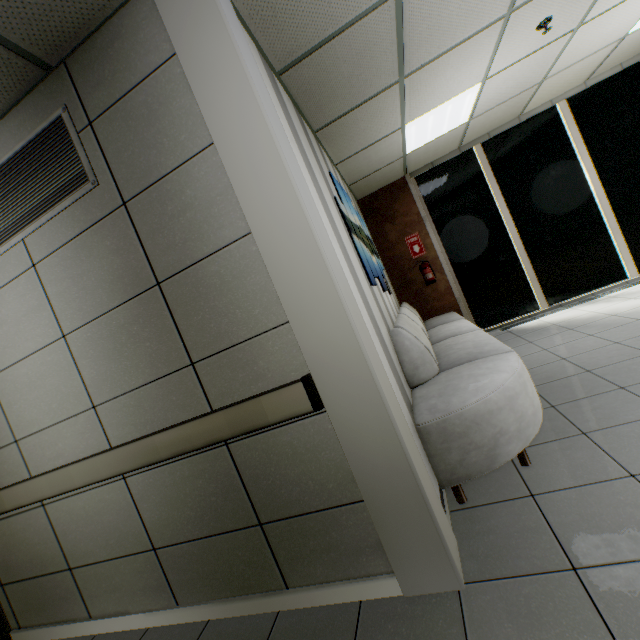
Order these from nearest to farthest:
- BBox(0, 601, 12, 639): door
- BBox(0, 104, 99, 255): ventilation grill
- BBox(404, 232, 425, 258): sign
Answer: BBox(0, 104, 99, 255): ventilation grill → BBox(0, 601, 12, 639): door → BBox(404, 232, 425, 258): sign

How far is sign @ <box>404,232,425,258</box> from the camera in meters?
6.1

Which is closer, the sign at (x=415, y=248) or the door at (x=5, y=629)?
the door at (x=5, y=629)

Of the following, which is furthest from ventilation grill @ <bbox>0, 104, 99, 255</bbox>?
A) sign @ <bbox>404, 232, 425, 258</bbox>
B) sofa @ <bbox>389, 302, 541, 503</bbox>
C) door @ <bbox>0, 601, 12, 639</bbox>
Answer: sign @ <bbox>404, 232, 425, 258</bbox>

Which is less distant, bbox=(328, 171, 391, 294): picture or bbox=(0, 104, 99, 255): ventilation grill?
bbox=(0, 104, 99, 255): ventilation grill

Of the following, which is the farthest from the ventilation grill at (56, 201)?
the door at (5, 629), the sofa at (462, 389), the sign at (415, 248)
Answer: the sign at (415, 248)

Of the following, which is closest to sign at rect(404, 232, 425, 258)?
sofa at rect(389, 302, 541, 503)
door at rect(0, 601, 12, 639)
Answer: sofa at rect(389, 302, 541, 503)

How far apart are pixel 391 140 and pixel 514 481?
4.2 meters
